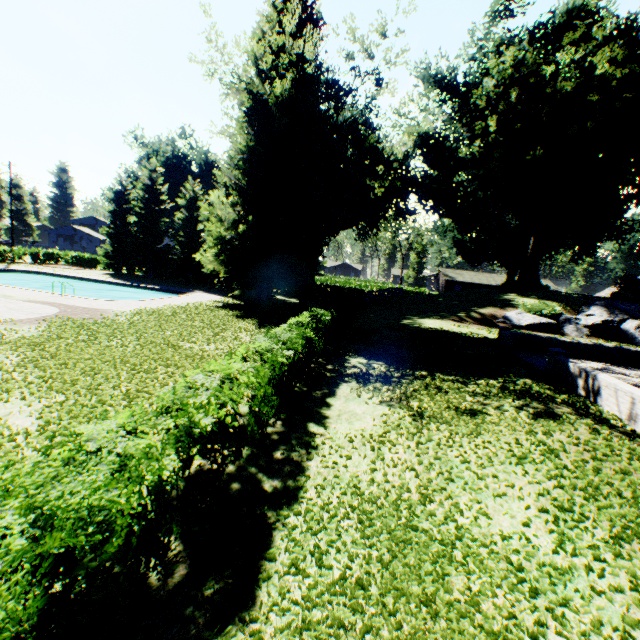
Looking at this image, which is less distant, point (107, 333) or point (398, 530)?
point (398, 530)

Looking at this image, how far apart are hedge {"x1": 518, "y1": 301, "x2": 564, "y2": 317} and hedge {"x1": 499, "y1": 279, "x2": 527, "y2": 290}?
8.5 meters

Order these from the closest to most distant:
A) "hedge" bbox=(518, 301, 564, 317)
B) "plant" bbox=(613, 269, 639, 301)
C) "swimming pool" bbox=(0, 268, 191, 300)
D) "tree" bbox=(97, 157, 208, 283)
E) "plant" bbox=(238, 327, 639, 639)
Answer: "plant" bbox=(238, 327, 639, 639)
"hedge" bbox=(518, 301, 564, 317)
"swimming pool" bbox=(0, 268, 191, 300)
"tree" bbox=(97, 157, 208, 283)
"plant" bbox=(613, 269, 639, 301)

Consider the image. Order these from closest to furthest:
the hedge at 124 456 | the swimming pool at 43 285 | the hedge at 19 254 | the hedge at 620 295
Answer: the hedge at 124 456, the hedge at 620 295, the swimming pool at 43 285, the hedge at 19 254

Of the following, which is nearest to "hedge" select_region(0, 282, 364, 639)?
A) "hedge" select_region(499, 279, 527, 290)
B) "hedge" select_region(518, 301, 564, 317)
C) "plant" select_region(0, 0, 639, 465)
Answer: "plant" select_region(0, 0, 639, 465)

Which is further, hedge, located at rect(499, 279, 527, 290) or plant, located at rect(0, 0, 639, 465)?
hedge, located at rect(499, 279, 527, 290)

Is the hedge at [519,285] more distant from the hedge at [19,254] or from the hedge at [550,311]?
the hedge at [19,254]

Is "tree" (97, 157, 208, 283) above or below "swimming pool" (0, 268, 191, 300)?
above
